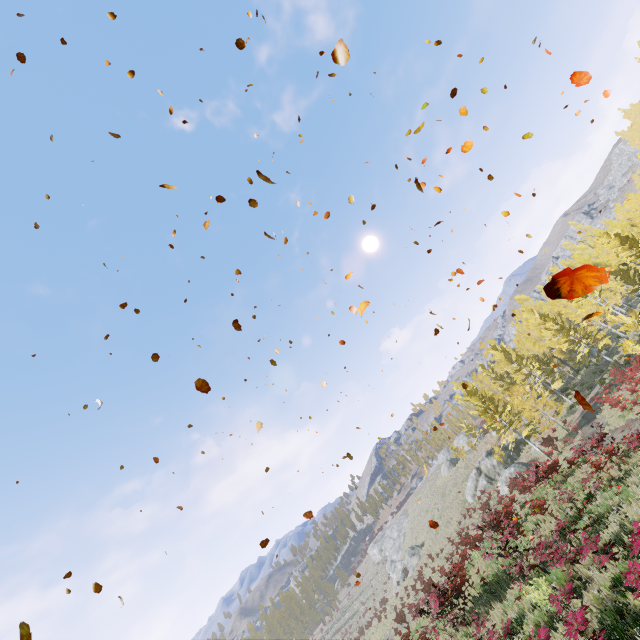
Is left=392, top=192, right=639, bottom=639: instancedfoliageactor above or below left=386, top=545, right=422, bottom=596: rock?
A: above

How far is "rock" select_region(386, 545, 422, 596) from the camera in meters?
43.9

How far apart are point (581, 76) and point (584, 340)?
36.6m

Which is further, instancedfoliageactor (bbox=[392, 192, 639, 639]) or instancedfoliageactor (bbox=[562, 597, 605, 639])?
instancedfoliageactor (bbox=[392, 192, 639, 639])

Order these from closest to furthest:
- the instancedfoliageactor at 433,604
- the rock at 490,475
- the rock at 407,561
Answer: the instancedfoliageactor at 433,604
the rock at 490,475
the rock at 407,561

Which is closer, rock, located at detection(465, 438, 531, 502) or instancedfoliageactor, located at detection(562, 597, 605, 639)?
instancedfoliageactor, located at detection(562, 597, 605, 639)

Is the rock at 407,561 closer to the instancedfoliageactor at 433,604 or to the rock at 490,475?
the rock at 490,475

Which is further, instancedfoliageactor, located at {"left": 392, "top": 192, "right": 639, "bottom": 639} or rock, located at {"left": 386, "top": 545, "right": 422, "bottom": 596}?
rock, located at {"left": 386, "top": 545, "right": 422, "bottom": 596}
